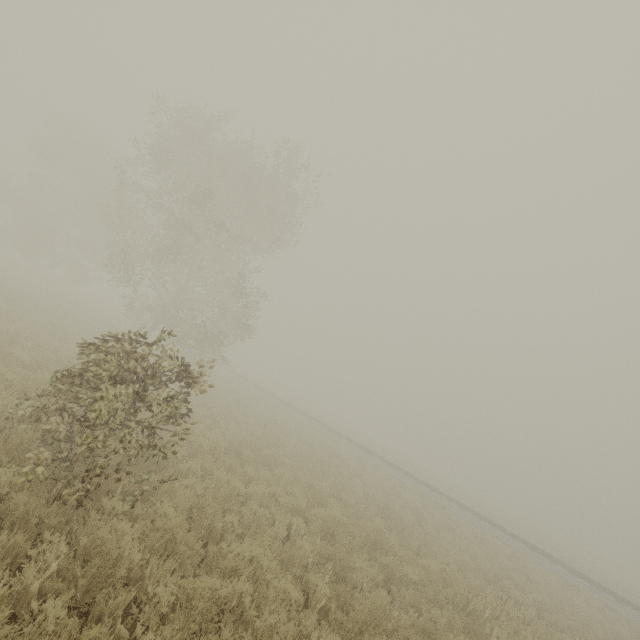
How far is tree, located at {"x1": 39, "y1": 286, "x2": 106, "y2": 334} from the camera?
21.0m

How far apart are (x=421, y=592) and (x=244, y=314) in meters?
19.2

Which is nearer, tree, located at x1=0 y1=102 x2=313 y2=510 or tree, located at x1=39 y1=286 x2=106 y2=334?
tree, located at x1=0 y1=102 x2=313 y2=510

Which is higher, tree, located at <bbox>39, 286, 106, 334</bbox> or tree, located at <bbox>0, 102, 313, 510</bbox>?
tree, located at <bbox>0, 102, 313, 510</bbox>

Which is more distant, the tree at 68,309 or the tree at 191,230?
the tree at 68,309

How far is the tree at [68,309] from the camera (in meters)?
20.95
